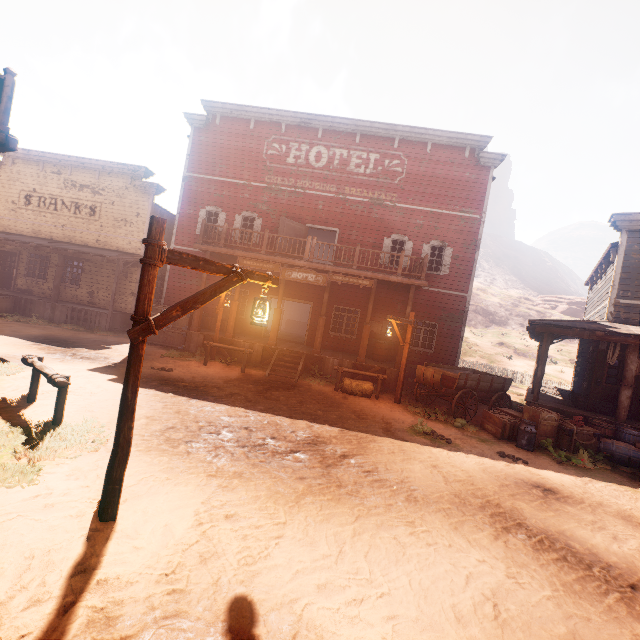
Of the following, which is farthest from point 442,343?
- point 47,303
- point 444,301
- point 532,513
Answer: point 47,303

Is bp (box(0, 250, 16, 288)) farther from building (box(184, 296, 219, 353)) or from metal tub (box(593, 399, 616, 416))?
metal tub (box(593, 399, 616, 416))

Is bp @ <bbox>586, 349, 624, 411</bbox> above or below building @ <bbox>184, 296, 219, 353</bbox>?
above

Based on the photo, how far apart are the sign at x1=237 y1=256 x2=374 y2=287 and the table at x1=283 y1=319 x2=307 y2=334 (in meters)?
12.29

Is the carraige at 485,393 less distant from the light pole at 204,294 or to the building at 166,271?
the building at 166,271

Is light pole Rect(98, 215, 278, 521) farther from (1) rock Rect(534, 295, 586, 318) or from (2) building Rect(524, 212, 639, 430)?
(1) rock Rect(534, 295, 586, 318)

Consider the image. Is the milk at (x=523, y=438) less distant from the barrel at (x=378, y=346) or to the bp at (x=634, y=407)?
the bp at (x=634, y=407)

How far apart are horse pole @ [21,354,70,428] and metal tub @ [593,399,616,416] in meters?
14.6 m
